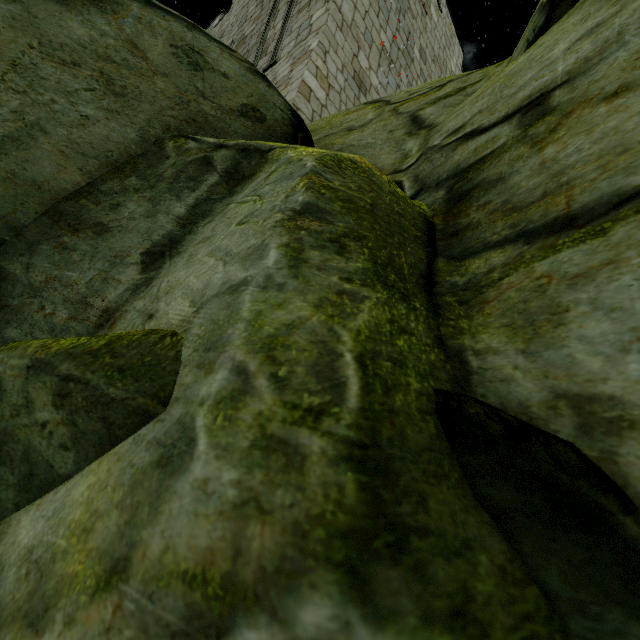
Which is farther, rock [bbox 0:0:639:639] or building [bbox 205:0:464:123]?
building [bbox 205:0:464:123]

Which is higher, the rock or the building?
the building

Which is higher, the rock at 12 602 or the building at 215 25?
the building at 215 25

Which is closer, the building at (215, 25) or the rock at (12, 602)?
the rock at (12, 602)

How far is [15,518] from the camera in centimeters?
65cm
